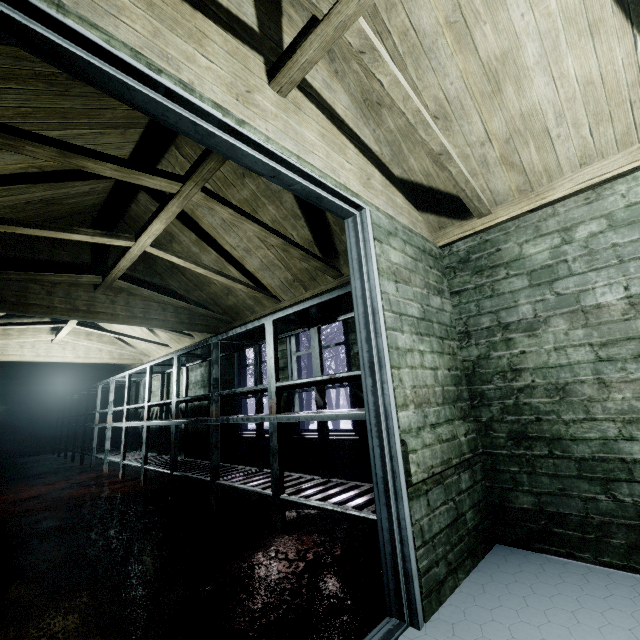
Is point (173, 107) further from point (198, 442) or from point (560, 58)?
point (198, 442)

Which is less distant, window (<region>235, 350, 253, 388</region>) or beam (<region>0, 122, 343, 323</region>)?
beam (<region>0, 122, 343, 323</region>)

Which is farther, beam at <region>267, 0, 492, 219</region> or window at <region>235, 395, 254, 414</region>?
window at <region>235, 395, 254, 414</region>

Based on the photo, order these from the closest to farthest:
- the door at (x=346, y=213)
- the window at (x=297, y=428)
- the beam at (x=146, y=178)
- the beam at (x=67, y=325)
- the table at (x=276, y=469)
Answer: the door at (x=346, y=213)
the beam at (x=146, y=178)
the table at (x=276, y=469)
the window at (x=297, y=428)
the beam at (x=67, y=325)

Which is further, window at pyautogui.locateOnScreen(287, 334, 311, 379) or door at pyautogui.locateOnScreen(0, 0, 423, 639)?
window at pyautogui.locateOnScreen(287, 334, 311, 379)

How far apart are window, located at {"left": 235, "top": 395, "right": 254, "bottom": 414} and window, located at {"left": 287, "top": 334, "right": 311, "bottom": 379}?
0.22m

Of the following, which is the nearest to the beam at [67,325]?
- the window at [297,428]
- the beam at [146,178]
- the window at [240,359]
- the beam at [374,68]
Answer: the beam at [146,178]
